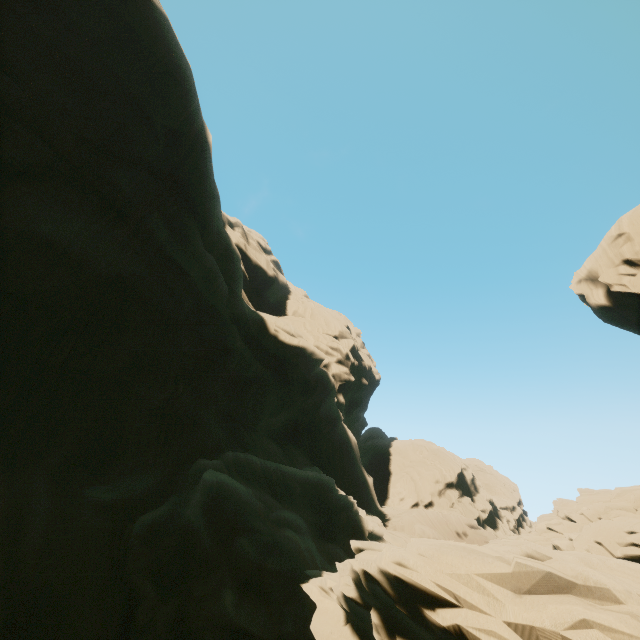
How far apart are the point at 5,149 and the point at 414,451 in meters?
53.2 m

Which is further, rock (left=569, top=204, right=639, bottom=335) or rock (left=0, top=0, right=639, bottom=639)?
rock (left=569, top=204, right=639, bottom=335)

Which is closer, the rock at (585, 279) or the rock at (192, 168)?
the rock at (192, 168)
